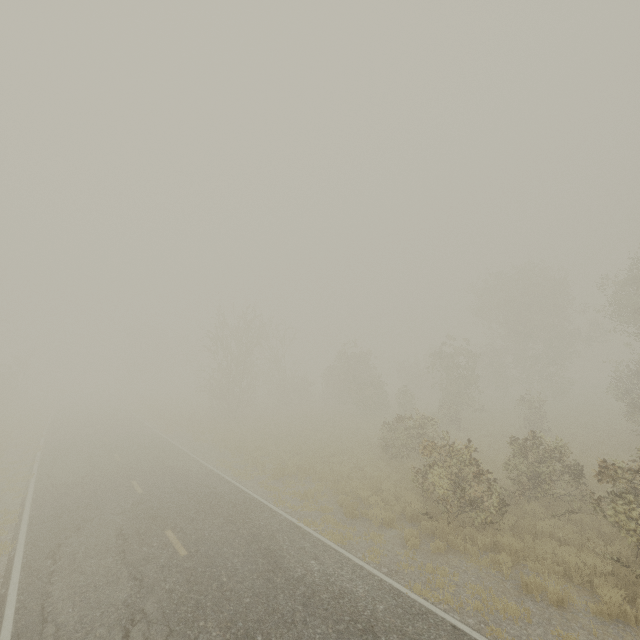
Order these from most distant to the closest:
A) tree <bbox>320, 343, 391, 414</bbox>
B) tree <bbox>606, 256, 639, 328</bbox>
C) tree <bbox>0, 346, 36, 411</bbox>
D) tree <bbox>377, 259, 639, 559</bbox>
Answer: tree <bbox>0, 346, 36, 411</bbox> → tree <bbox>320, 343, 391, 414</bbox> → tree <bbox>606, 256, 639, 328</bbox> → tree <bbox>377, 259, 639, 559</bbox>

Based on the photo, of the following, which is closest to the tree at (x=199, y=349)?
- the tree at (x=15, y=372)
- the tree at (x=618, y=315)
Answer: the tree at (x=15, y=372)

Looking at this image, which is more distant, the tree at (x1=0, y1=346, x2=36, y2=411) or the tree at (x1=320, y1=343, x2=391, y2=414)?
the tree at (x1=0, y1=346, x2=36, y2=411)

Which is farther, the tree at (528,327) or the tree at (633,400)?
the tree at (633,400)

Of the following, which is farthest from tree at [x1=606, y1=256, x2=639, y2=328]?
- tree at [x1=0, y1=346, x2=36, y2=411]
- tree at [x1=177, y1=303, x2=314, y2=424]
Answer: tree at [x1=0, y1=346, x2=36, y2=411]

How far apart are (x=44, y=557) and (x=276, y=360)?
30.3m

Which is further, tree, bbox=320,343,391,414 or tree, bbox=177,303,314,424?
tree, bbox=320,343,391,414
